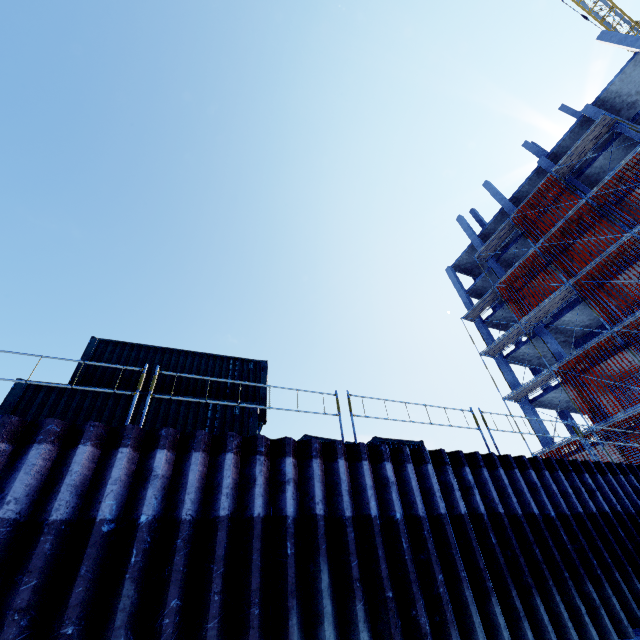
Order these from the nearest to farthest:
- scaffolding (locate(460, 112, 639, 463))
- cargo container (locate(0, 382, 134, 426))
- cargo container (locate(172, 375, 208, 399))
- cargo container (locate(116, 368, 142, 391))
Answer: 1. cargo container (locate(0, 382, 134, 426))
2. cargo container (locate(172, 375, 208, 399))
3. cargo container (locate(116, 368, 142, 391))
4. scaffolding (locate(460, 112, 639, 463))

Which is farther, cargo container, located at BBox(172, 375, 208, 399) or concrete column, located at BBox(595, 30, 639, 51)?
concrete column, located at BBox(595, 30, 639, 51)

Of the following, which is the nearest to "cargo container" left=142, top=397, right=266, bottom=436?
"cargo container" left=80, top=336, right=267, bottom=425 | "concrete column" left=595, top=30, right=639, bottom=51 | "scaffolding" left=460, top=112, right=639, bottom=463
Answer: "cargo container" left=80, top=336, right=267, bottom=425

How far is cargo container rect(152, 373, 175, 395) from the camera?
10.4 meters

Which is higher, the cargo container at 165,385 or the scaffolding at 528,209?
the scaffolding at 528,209

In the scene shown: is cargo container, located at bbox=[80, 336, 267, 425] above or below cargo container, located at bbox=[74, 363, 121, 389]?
above

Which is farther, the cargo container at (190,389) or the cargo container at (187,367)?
the cargo container at (187,367)

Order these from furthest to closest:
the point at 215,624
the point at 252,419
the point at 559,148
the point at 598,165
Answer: the point at 559,148
the point at 598,165
the point at 252,419
the point at 215,624
